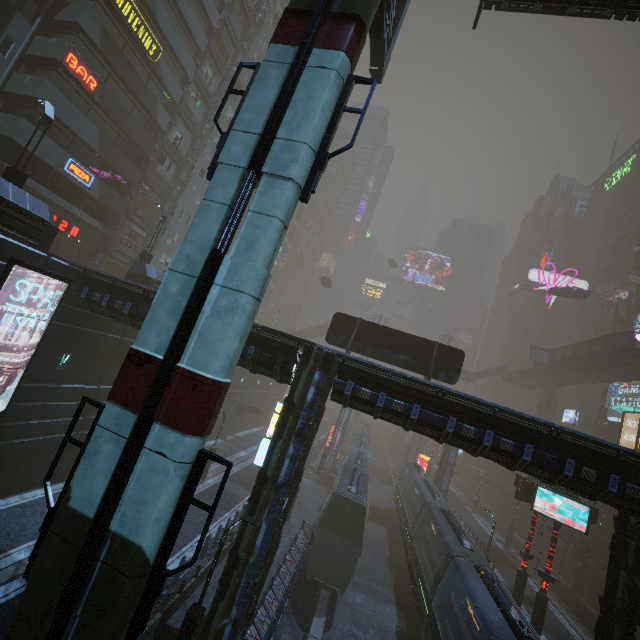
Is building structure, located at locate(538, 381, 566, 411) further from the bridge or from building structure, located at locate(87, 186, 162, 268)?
building structure, located at locate(87, 186, 162, 268)

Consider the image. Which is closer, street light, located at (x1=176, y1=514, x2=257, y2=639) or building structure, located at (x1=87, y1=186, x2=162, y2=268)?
street light, located at (x1=176, y1=514, x2=257, y2=639)

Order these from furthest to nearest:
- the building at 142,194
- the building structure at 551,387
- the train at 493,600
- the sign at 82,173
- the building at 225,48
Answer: the building structure at 551,387
the building at 225,48
the building at 142,194
the sign at 82,173
the train at 493,600

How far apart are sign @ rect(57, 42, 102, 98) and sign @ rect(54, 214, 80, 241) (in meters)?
8.51

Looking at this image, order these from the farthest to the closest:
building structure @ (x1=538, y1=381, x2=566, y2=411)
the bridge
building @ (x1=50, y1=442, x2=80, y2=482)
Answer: building structure @ (x1=538, y1=381, x2=566, y2=411) < the bridge < building @ (x1=50, y1=442, x2=80, y2=482)

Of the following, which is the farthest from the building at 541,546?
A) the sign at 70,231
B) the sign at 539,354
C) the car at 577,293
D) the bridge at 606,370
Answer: the sign at 539,354

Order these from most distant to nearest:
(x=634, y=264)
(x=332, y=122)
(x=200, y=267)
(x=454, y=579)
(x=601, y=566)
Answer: (x=634, y=264) → (x=601, y=566) → (x=454, y=579) → (x=332, y=122) → (x=200, y=267)

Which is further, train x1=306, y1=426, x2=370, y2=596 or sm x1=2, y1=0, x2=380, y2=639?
train x1=306, y1=426, x2=370, y2=596
